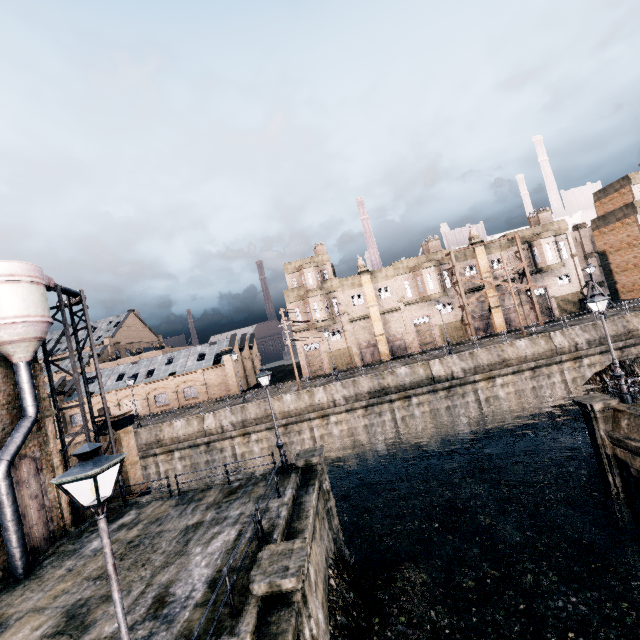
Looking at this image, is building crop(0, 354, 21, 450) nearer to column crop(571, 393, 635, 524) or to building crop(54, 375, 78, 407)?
building crop(54, 375, 78, 407)

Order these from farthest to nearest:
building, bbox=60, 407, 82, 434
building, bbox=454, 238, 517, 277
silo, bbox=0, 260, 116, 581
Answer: building, bbox=60, 407, 82, 434 < building, bbox=454, 238, 517, 277 < silo, bbox=0, 260, 116, 581

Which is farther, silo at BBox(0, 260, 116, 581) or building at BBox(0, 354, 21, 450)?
building at BBox(0, 354, 21, 450)

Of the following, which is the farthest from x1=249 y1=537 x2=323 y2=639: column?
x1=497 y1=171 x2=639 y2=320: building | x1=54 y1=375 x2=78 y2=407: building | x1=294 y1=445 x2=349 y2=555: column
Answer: x1=54 y1=375 x2=78 y2=407: building

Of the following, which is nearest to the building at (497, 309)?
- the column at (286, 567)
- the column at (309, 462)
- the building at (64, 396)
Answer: the building at (64, 396)

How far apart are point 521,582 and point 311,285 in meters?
34.9 m

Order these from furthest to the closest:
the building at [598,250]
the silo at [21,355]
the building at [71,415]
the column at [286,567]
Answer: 1. the building at [71,415]
2. the building at [598,250]
3. the silo at [21,355]
4. the column at [286,567]

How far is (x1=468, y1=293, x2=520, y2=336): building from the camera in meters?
41.8 m
